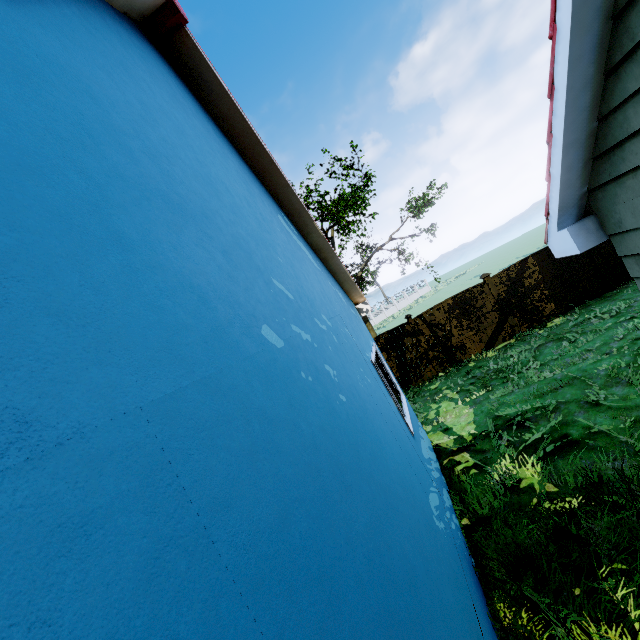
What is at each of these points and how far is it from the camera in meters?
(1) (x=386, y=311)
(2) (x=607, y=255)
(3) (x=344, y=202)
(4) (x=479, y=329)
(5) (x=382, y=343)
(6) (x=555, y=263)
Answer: (1) fence, 53.7
(2) fence, 10.9
(3) tree, 16.8
(4) fence, 11.8
(5) fence, 12.5
(6) fence, 11.2

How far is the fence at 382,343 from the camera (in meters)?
12.23

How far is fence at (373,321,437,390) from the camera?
12.2 meters

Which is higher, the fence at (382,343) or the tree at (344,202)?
the tree at (344,202)

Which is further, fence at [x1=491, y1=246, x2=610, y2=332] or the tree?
the tree

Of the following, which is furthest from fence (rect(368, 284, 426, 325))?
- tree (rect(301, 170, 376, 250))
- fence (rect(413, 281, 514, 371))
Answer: tree (rect(301, 170, 376, 250))

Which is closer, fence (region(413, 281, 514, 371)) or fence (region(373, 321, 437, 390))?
fence (region(413, 281, 514, 371))

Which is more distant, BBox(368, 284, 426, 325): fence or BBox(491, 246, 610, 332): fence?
BBox(368, 284, 426, 325): fence
